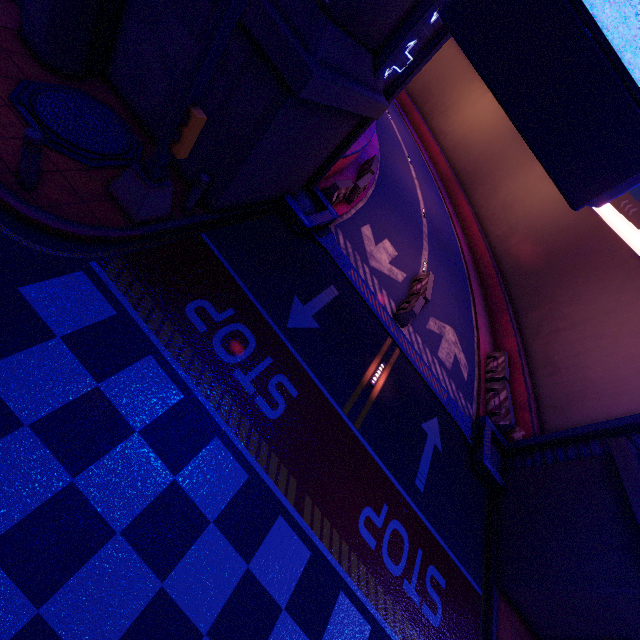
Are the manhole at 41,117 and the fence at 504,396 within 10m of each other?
no

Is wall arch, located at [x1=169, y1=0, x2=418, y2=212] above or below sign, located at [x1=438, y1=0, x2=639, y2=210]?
below

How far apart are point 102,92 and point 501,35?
8.4 meters

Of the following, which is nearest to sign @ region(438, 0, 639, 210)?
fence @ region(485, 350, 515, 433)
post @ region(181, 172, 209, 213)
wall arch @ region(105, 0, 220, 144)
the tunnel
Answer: post @ region(181, 172, 209, 213)

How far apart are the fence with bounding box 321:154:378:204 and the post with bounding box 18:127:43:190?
10.73m

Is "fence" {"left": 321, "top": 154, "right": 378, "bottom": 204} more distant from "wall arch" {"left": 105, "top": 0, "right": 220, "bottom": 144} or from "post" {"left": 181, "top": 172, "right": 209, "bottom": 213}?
"post" {"left": 181, "top": 172, "right": 209, "bottom": 213}

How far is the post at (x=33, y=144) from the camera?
4.6m

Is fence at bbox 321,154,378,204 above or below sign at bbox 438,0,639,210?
below
